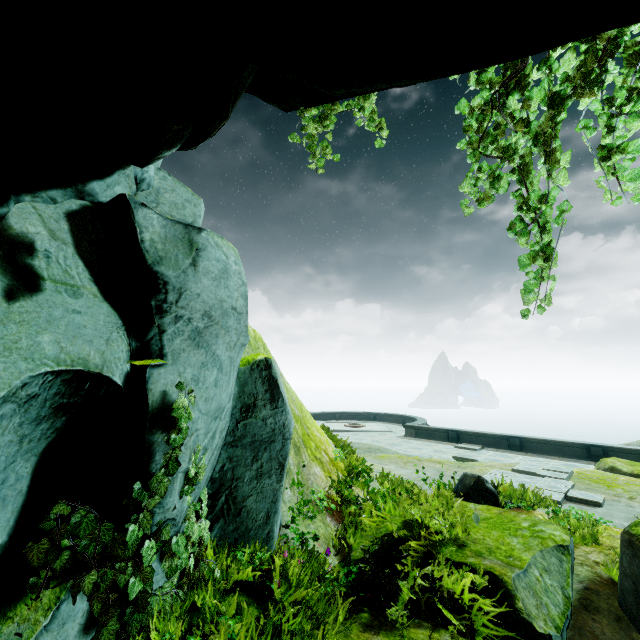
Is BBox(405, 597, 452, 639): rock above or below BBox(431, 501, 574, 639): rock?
below

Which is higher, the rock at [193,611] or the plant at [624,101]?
the plant at [624,101]

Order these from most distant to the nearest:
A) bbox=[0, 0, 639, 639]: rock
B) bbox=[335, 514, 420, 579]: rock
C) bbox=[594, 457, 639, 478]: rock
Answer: bbox=[594, 457, 639, 478]: rock, bbox=[335, 514, 420, 579]: rock, bbox=[0, 0, 639, 639]: rock

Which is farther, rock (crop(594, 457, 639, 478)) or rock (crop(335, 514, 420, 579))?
rock (crop(594, 457, 639, 478))

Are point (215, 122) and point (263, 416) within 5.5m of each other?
yes

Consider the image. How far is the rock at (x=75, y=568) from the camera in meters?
2.5 m
